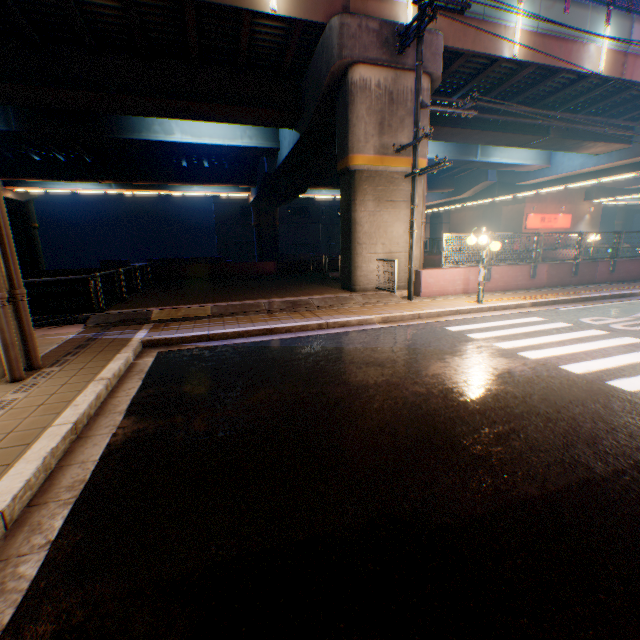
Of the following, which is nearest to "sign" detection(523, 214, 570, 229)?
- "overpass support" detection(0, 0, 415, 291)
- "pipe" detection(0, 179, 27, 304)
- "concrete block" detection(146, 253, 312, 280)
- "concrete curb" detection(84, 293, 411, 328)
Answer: "overpass support" detection(0, 0, 415, 291)

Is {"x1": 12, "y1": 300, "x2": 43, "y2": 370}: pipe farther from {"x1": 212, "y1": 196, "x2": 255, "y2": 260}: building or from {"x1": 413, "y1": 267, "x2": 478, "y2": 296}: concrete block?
{"x1": 212, "y1": 196, "x2": 255, "y2": 260}: building

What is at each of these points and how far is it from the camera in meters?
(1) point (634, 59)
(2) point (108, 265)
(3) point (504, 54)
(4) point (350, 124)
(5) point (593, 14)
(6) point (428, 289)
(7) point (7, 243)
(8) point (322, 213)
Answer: (1) overpass support, 15.2 m
(2) concrete block, 36.6 m
(3) overpass support, 13.1 m
(4) overpass support, 11.2 m
(5) overpass support, 14.0 m
(6) concrete block, 11.7 m
(7) pipe, 5.1 m
(8) building, 55.4 m

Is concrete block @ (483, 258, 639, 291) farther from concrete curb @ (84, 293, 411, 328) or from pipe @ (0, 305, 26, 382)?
pipe @ (0, 305, 26, 382)

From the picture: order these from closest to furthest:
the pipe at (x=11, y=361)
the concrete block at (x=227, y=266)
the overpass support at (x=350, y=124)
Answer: the pipe at (x=11, y=361) < the overpass support at (x=350, y=124) < the concrete block at (x=227, y=266)

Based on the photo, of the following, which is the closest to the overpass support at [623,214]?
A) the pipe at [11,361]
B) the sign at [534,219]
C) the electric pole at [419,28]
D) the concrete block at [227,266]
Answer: the concrete block at [227,266]

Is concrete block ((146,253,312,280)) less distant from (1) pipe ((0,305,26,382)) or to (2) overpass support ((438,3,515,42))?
(2) overpass support ((438,3,515,42))

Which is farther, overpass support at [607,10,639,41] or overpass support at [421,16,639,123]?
overpass support at [607,10,639,41]
